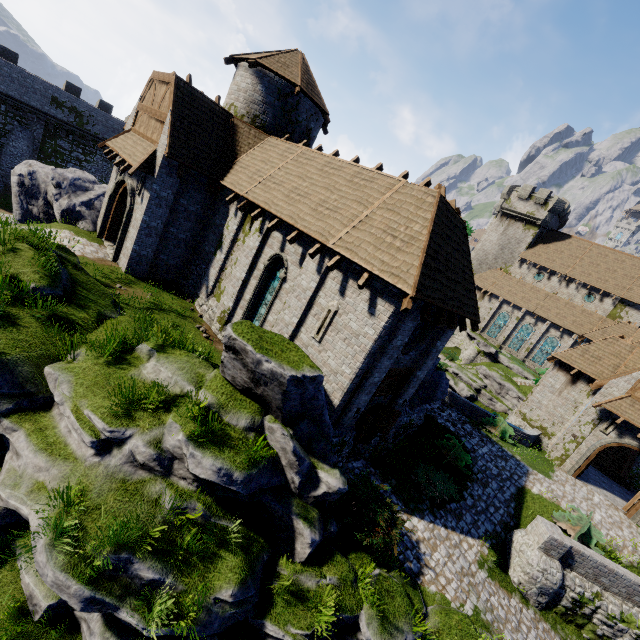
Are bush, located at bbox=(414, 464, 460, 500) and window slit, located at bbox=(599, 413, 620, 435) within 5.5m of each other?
no

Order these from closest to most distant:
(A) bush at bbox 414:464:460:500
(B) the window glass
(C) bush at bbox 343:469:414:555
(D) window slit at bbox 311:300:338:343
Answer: (C) bush at bbox 343:469:414:555, (D) window slit at bbox 311:300:338:343, (A) bush at bbox 414:464:460:500, (B) the window glass

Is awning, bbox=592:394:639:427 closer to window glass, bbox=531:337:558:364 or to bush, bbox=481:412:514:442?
bush, bbox=481:412:514:442

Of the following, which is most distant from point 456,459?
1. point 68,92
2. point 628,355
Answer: point 68,92

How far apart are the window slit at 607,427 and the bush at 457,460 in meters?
10.0

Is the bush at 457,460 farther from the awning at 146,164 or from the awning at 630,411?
the awning at 146,164

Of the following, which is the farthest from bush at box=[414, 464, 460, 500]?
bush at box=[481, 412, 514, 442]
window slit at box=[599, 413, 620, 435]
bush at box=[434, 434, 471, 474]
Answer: window slit at box=[599, 413, 620, 435]

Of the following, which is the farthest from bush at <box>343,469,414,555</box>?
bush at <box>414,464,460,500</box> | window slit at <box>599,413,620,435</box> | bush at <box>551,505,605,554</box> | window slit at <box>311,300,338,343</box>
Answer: window slit at <box>599,413,620,435</box>
